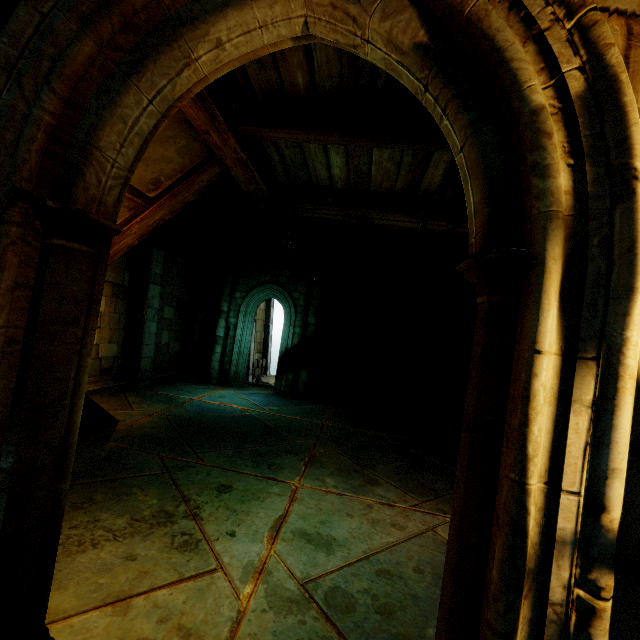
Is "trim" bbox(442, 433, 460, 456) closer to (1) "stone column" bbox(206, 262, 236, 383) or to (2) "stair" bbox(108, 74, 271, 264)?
(2) "stair" bbox(108, 74, 271, 264)

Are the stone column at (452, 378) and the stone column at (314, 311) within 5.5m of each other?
yes

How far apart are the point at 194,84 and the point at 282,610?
4.41m

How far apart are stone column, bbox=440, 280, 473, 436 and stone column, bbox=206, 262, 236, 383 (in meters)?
8.52

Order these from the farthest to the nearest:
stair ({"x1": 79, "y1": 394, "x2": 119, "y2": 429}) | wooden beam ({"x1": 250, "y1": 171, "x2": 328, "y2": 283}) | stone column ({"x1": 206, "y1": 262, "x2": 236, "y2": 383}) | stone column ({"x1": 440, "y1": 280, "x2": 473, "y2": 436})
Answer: stone column ({"x1": 206, "y1": 262, "x2": 236, "y2": 383}) < stone column ({"x1": 440, "y1": 280, "x2": 473, "y2": 436}) < stair ({"x1": 79, "y1": 394, "x2": 119, "y2": 429}) < wooden beam ({"x1": 250, "y1": 171, "x2": 328, "y2": 283})

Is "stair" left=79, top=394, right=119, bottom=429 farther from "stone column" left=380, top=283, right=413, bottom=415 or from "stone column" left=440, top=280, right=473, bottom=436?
"stone column" left=380, top=283, right=413, bottom=415

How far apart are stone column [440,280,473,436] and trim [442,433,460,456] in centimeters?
0cm

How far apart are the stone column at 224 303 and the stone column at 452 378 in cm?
852
